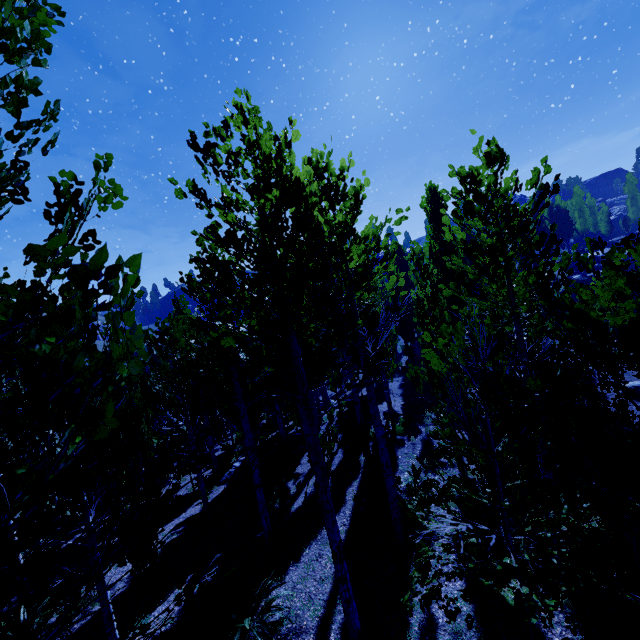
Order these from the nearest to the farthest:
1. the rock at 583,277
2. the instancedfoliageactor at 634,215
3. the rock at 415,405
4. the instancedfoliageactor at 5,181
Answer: the instancedfoliageactor at 5,181 → the rock at 415,405 → the rock at 583,277 → the instancedfoliageactor at 634,215

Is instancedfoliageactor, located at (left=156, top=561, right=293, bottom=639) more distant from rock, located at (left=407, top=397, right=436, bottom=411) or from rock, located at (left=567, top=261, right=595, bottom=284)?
rock, located at (left=407, top=397, right=436, bottom=411)

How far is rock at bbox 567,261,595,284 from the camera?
27.4m

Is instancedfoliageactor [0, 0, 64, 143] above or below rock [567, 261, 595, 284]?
above

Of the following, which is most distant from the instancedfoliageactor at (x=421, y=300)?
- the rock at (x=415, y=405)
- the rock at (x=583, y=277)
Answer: the rock at (x=415, y=405)

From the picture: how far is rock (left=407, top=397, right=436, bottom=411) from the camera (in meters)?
17.41

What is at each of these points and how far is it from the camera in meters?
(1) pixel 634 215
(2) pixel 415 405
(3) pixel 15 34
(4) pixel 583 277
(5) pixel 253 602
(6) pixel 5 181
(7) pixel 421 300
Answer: (1) instancedfoliageactor, 50.1
(2) rock, 17.6
(3) instancedfoliageactor, 1.1
(4) rock, 27.9
(5) instancedfoliageactor, 6.9
(6) instancedfoliageactor, 1.5
(7) instancedfoliageactor, 12.9

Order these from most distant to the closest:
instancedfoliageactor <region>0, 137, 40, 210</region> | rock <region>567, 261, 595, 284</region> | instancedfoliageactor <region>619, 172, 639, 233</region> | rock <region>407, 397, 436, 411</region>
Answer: instancedfoliageactor <region>619, 172, 639, 233</region>
rock <region>567, 261, 595, 284</region>
rock <region>407, 397, 436, 411</region>
instancedfoliageactor <region>0, 137, 40, 210</region>
